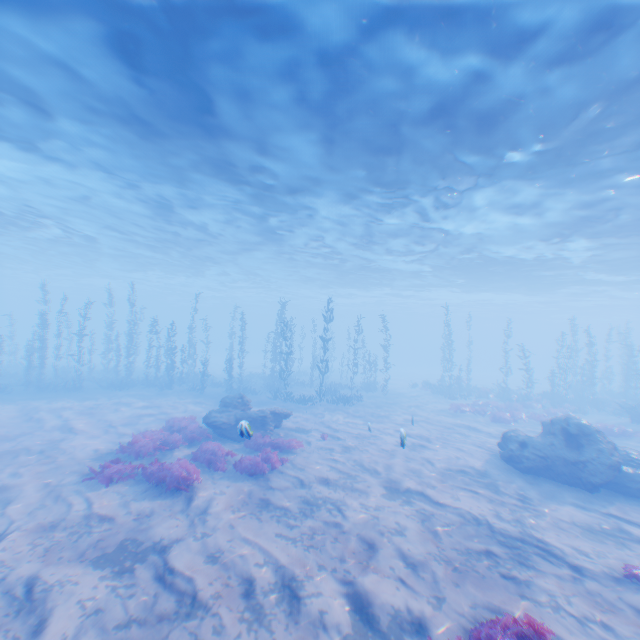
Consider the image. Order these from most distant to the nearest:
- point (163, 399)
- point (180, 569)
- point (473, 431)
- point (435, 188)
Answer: point (163, 399) → point (473, 431) → point (435, 188) → point (180, 569)

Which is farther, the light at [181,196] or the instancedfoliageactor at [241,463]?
the instancedfoliageactor at [241,463]

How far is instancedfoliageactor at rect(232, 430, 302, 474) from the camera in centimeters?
1116cm

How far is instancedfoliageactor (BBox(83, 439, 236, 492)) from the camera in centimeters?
974cm

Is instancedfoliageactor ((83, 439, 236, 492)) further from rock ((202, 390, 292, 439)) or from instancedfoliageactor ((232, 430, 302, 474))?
rock ((202, 390, 292, 439))

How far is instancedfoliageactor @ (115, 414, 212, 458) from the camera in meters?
12.2

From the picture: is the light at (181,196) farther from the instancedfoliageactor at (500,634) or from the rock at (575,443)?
the instancedfoliageactor at (500,634)

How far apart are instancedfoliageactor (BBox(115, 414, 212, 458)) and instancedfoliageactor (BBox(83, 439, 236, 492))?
1.4m
